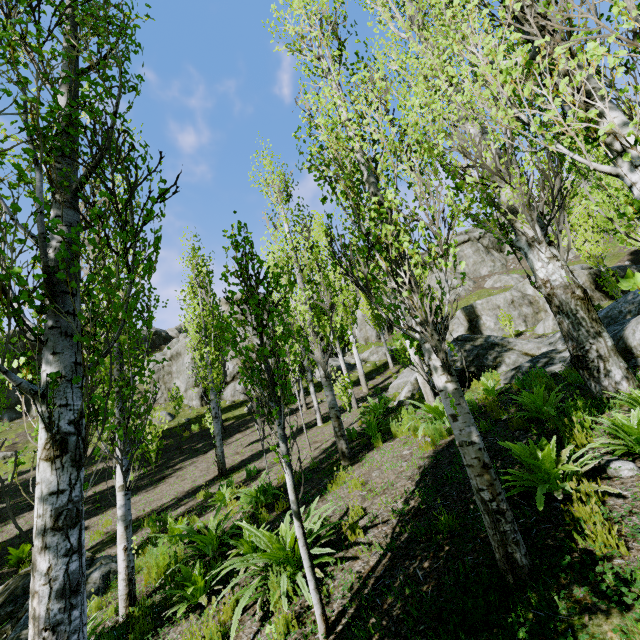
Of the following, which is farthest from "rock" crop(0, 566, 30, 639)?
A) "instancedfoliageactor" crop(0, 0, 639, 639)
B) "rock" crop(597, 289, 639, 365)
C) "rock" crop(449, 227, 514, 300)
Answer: "rock" crop(449, 227, 514, 300)

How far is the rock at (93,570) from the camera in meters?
6.3

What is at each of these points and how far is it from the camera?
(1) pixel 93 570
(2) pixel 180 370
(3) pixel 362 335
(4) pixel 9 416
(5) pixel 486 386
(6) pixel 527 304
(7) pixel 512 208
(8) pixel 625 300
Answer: (1) rock, 7.0m
(2) rock, 23.4m
(3) rock, 32.5m
(4) rock, 23.7m
(5) instancedfoliageactor, 8.2m
(6) rock, 22.9m
(7) instancedfoliageactor, 6.8m
(8) rock, 10.4m

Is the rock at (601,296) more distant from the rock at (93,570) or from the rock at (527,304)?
the rock at (93,570)

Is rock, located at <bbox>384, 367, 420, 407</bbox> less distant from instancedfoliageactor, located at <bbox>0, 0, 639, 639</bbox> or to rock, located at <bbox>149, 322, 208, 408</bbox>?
instancedfoliageactor, located at <bbox>0, 0, 639, 639</bbox>

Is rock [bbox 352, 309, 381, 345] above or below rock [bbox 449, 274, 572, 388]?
above

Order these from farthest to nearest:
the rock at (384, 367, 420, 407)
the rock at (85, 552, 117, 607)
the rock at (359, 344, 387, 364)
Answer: the rock at (359, 344, 387, 364), the rock at (384, 367, 420, 407), the rock at (85, 552, 117, 607)

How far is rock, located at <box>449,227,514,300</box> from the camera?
37.38m
